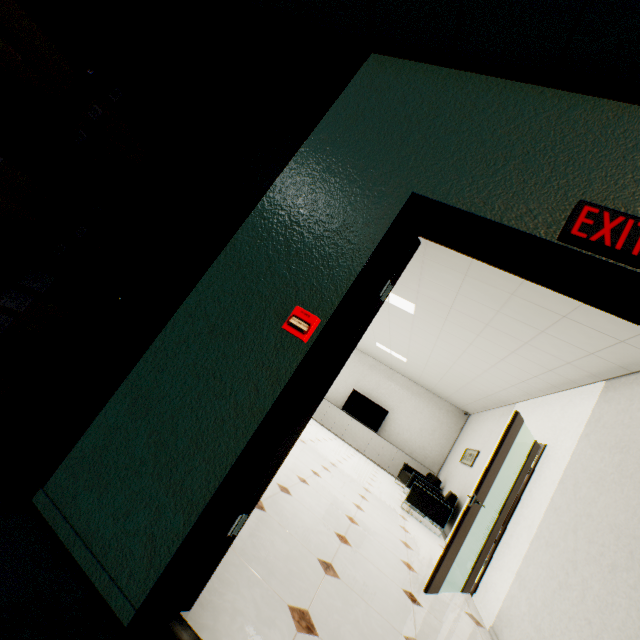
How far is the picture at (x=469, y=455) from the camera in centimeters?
709cm

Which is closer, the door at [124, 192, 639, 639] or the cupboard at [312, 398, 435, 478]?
the door at [124, 192, 639, 639]

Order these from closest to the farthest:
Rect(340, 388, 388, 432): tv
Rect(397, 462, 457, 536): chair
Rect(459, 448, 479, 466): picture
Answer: Rect(397, 462, 457, 536): chair, Rect(459, 448, 479, 466): picture, Rect(340, 388, 388, 432): tv

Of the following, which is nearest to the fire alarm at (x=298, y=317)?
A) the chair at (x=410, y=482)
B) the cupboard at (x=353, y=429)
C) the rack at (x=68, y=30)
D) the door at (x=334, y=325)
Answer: the door at (x=334, y=325)

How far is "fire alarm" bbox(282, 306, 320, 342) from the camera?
1.39m

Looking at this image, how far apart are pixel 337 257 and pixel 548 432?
4.6m

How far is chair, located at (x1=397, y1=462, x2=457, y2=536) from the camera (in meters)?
6.03

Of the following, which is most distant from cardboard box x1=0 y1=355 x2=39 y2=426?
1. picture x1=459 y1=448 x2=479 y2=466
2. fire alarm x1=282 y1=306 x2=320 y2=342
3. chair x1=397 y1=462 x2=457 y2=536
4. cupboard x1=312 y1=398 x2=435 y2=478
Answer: cupboard x1=312 y1=398 x2=435 y2=478
